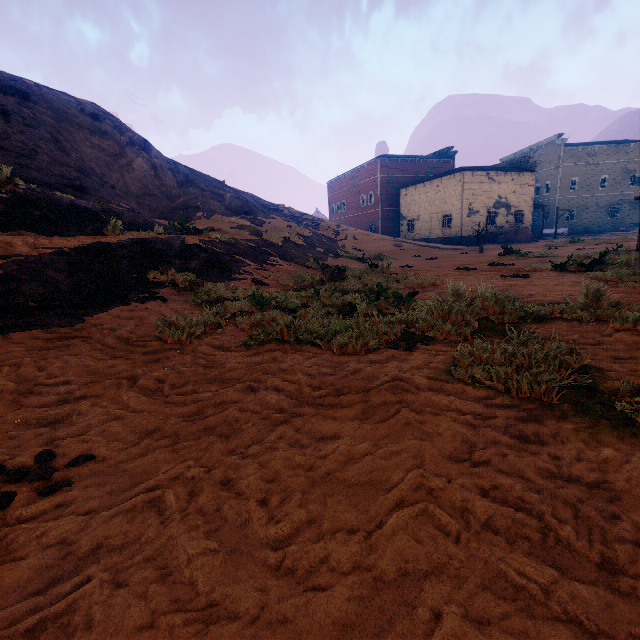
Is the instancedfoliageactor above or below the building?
→ below

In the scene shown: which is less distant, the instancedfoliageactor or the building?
the instancedfoliageactor

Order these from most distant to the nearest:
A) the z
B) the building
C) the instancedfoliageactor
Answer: the building, the instancedfoliageactor, the z

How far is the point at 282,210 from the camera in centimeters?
2692cm

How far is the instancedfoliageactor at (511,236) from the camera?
30.7m

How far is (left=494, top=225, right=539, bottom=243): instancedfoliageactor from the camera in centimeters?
3073cm

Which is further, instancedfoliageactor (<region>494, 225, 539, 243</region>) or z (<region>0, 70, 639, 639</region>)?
instancedfoliageactor (<region>494, 225, 539, 243</region>)

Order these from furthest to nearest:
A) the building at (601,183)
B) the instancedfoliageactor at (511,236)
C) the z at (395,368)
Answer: the building at (601,183), the instancedfoliageactor at (511,236), the z at (395,368)
